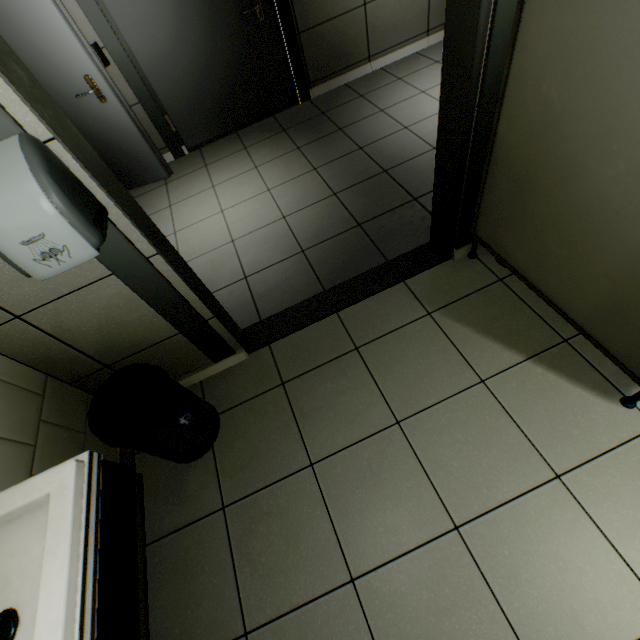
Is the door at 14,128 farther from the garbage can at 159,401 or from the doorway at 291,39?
the doorway at 291,39

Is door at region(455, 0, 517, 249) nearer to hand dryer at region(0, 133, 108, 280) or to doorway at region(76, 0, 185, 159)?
hand dryer at region(0, 133, 108, 280)

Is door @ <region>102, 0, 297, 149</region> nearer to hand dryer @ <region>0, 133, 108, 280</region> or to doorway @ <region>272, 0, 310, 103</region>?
doorway @ <region>272, 0, 310, 103</region>

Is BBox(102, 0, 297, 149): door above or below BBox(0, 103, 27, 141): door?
below

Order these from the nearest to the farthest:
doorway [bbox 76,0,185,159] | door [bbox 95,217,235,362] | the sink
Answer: the sink → door [bbox 95,217,235,362] → doorway [bbox 76,0,185,159]

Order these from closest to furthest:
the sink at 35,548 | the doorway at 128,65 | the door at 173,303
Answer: the sink at 35,548 → the door at 173,303 → the doorway at 128,65

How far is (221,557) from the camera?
1.53m

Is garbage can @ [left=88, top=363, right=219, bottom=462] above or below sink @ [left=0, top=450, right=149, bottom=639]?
below
